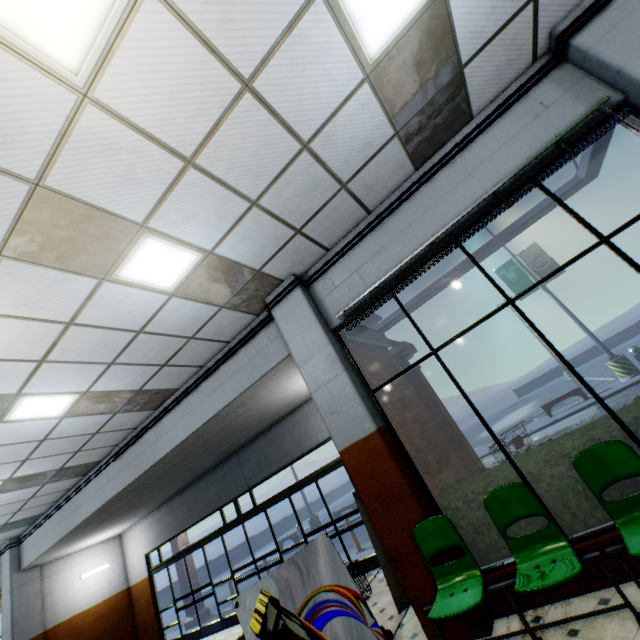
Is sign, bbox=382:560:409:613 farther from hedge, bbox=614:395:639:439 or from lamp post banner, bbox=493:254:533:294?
lamp post banner, bbox=493:254:533:294

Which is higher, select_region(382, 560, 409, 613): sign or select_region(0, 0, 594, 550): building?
select_region(0, 0, 594, 550): building

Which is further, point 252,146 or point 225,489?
point 225,489

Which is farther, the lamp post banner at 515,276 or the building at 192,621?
the lamp post banner at 515,276

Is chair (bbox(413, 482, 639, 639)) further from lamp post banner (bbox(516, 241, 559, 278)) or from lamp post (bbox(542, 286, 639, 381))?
lamp post banner (bbox(516, 241, 559, 278))

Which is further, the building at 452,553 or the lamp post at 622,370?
the lamp post at 622,370

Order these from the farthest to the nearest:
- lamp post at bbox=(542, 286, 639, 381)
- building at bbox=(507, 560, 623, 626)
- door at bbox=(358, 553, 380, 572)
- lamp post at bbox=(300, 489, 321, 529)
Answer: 1. lamp post at bbox=(300, 489, 321, 529)
2. lamp post at bbox=(542, 286, 639, 381)
3. door at bbox=(358, 553, 380, 572)
4. building at bbox=(507, 560, 623, 626)

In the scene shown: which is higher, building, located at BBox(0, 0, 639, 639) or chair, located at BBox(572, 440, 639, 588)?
building, located at BBox(0, 0, 639, 639)
